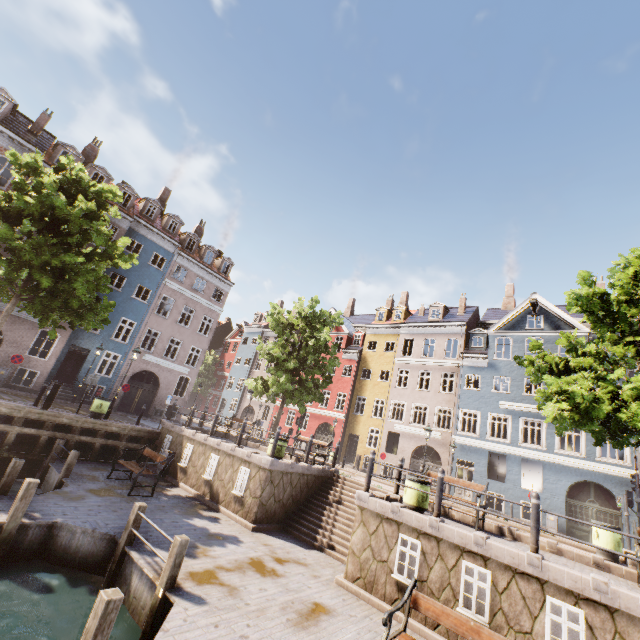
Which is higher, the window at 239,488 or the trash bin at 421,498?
the trash bin at 421,498

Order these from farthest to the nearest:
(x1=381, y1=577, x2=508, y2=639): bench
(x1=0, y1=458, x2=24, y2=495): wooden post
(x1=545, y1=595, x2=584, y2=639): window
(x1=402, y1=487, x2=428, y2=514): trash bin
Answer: (x1=402, y1=487, x2=428, y2=514): trash bin, (x1=0, y1=458, x2=24, y2=495): wooden post, (x1=545, y1=595, x2=584, y2=639): window, (x1=381, y1=577, x2=508, y2=639): bench

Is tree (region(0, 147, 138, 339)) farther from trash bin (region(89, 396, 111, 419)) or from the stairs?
the stairs

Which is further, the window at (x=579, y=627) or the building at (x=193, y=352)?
the building at (x=193, y=352)

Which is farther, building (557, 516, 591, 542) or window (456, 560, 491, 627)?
building (557, 516, 591, 542)

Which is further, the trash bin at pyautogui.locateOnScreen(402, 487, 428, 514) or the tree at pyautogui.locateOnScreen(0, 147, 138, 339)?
the tree at pyautogui.locateOnScreen(0, 147, 138, 339)

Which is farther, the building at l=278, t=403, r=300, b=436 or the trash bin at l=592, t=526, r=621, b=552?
the building at l=278, t=403, r=300, b=436

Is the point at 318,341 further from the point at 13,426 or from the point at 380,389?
the point at 13,426
